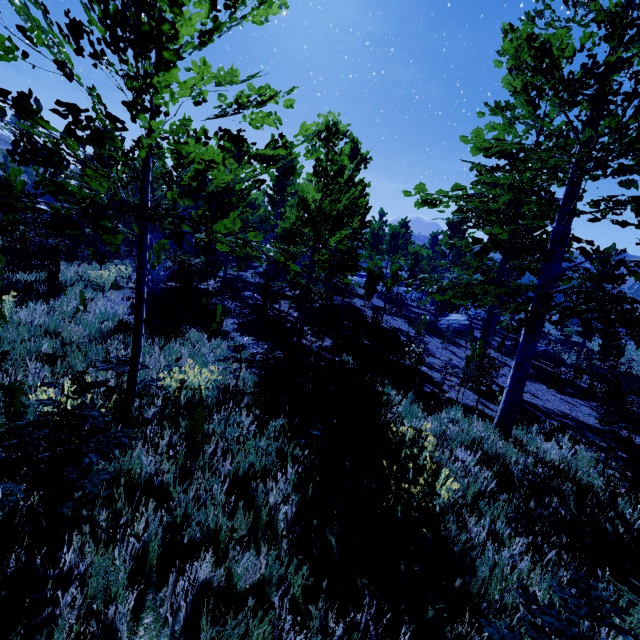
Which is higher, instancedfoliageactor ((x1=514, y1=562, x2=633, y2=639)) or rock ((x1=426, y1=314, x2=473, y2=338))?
instancedfoliageactor ((x1=514, y1=562, x2=633, y2=639))

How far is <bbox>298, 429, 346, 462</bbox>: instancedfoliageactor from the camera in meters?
4.2

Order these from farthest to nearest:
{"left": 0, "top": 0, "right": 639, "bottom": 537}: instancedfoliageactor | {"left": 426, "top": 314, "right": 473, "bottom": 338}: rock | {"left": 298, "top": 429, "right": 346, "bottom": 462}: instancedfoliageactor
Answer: {"left": 426, "top": 314, "right": 473, "bottom": 338}: rock
{"left": 298, "top": 429, "right": 346, "bottom": 462}: instancedfoliageactor
{"left": 0, "top": 0, "right": 639, "bottom": 537}: instancedfoliageactor

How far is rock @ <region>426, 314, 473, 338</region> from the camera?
21.22m

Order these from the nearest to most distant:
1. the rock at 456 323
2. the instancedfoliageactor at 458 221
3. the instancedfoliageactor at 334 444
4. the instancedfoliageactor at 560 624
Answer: the instancedfoliageactor at 560 624, the instancedfoliageactor at 458 221, the instancedfoliageactor at 334 444, the rock at 456 323

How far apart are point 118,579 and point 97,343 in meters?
4.8 m

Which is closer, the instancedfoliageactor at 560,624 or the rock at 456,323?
the instancedfoliageactor at 560,624
